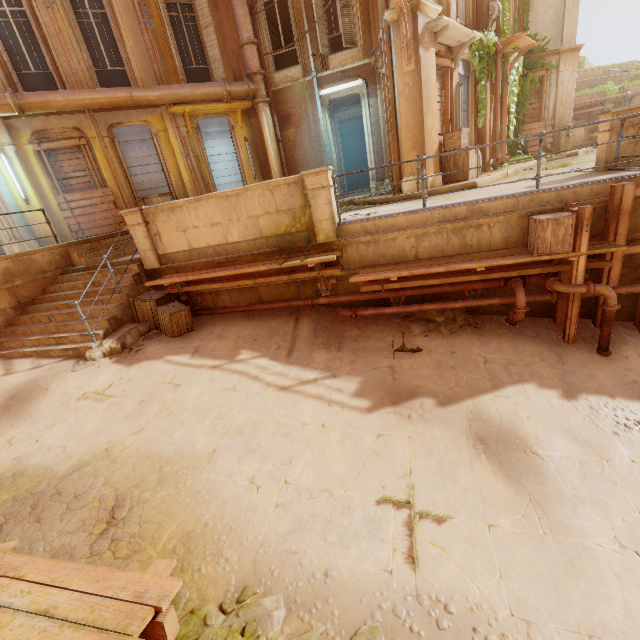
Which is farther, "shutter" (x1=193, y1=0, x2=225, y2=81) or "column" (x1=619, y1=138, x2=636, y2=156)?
"shutter" (x1=193, y1=0, x2=225, y2=81)

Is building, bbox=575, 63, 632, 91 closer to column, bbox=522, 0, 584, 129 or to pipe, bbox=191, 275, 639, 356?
pipe, bbox=191, 275, 639, 356

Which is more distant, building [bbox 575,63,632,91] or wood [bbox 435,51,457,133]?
building [bbox 575,63,632,91]

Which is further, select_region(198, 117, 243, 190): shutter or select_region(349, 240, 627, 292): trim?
select_region(198, 117, 243, 190): shutter

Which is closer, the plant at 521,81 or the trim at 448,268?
the trim at 448,268

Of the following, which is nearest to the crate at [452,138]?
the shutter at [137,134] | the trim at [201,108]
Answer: the trim at [201,108]

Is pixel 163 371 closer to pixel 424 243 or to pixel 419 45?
pixel 424 243

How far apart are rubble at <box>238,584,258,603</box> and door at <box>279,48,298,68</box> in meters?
20.1 m
